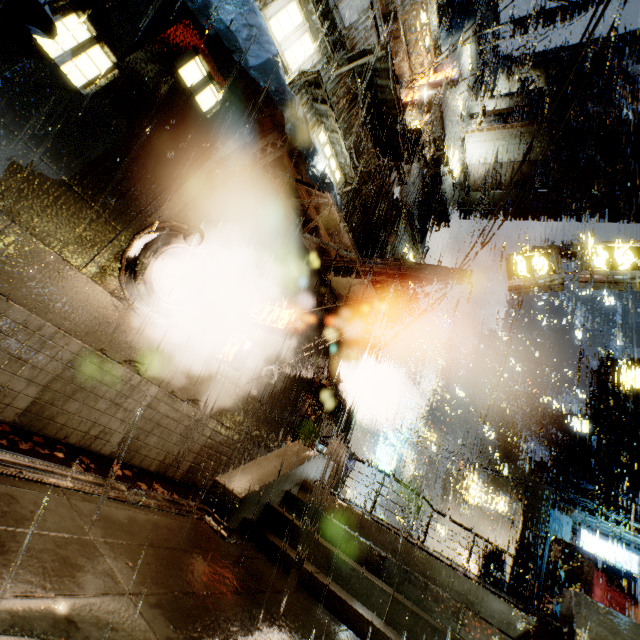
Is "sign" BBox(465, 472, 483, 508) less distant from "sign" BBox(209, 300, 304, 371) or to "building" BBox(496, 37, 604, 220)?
"building" BBox(496, 37, 604, 220)

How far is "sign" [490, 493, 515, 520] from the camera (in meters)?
22.75

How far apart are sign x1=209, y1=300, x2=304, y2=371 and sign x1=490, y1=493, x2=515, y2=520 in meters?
22.9

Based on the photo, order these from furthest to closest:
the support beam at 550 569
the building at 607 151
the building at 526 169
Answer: the building at 526 169 < the building at 607 151 < the support beam at 550 569

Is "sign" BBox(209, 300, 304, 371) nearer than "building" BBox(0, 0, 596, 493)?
No

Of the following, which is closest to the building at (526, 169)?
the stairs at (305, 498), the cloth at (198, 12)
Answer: the cloth at (198, 12)

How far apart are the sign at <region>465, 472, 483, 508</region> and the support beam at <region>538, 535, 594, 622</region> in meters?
14.3 m

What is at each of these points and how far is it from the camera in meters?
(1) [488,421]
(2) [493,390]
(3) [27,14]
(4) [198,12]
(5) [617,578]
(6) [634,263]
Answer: (1) building, 23.8
(2) building, 24.8
(3) cloth, 5.2
(4) cloth, 5.6
(5) building, 23.5
(6) sign, 8.4
